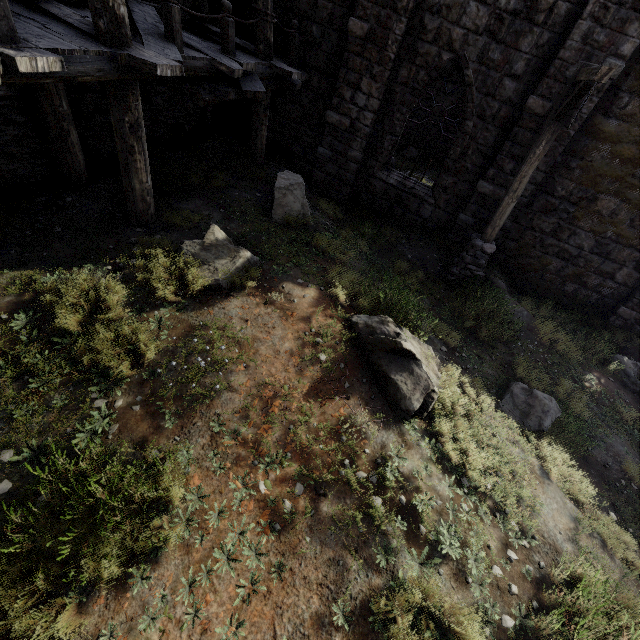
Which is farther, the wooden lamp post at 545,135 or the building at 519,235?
the wooden lamp post at 545,135

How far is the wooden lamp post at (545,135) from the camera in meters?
5.4 m

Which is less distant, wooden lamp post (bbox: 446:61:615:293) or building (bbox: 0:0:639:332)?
building (bbox: 0:0:639:332)

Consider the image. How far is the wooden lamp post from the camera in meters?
5.4 m

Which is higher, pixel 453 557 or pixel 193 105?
pixel 193 105
